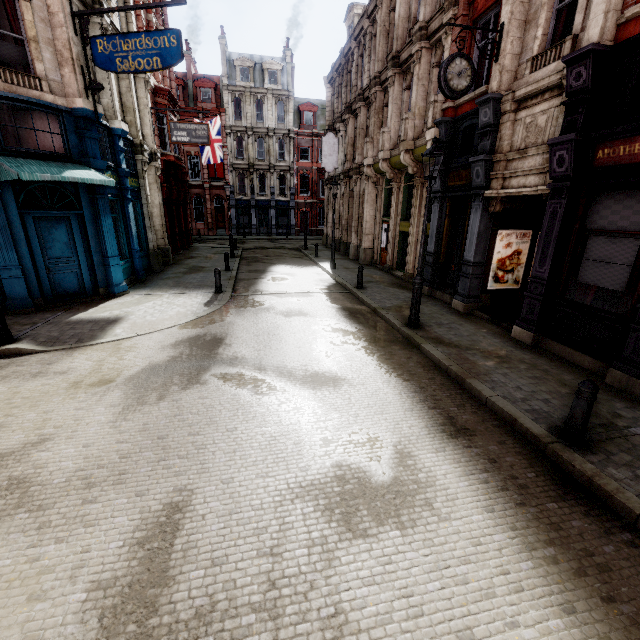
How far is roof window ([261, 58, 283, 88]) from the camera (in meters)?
37.06

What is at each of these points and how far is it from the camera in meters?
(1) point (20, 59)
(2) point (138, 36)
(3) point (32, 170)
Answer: (1) sign, 9.1 m
(2) sign, 9.3 m
(3) awning, 8.6 m

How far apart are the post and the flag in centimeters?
2578cm

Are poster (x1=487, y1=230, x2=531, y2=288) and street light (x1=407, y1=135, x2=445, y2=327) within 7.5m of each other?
yes

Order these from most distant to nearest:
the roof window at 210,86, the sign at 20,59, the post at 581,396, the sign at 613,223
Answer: A:
the roof window at 210,86
the sign at 20,59
the sign at 613,223
the post at 581,396

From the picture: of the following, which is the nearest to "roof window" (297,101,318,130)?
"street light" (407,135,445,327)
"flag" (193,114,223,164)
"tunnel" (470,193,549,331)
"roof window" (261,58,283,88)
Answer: "roof window" (261,58,283,88)

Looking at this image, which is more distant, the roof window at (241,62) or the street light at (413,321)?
the roof window at (241,62)

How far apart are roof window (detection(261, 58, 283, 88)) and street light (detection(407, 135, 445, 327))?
38.64m
